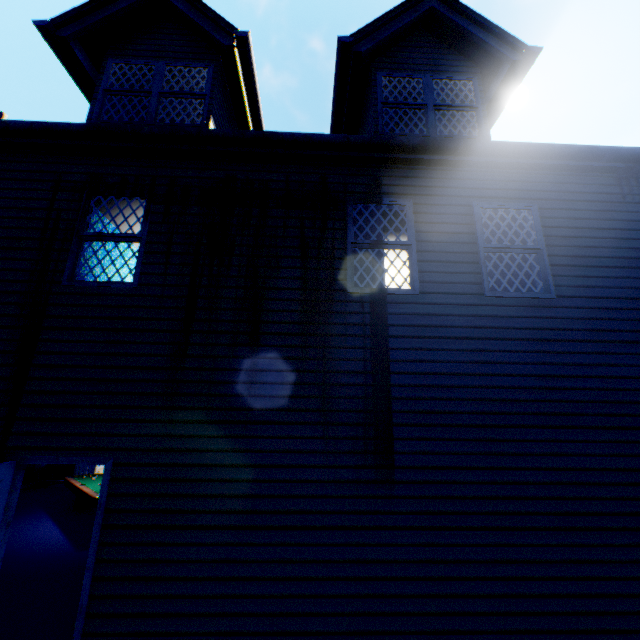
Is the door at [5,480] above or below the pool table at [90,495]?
above

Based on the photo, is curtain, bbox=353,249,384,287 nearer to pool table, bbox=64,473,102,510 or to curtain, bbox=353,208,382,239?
curtain, bbox=353,208,382,239

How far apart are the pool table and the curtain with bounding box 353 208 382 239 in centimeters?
811cm

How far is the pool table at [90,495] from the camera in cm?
769

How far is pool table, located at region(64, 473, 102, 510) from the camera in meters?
7.7 m

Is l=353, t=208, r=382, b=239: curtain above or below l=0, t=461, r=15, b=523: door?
above

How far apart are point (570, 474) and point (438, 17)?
7.9 meters

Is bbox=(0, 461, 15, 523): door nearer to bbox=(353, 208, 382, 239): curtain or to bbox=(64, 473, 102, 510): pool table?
bbox=(64, 473, 102, 510): pool table
